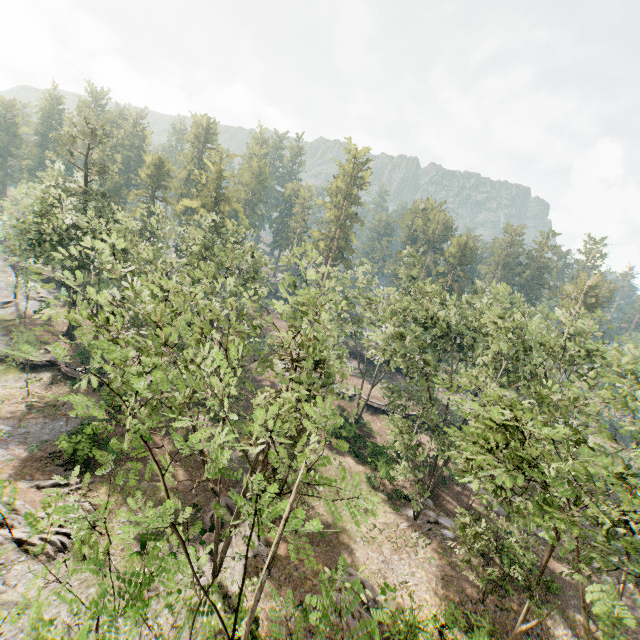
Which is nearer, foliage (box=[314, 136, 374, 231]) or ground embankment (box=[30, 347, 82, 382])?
ground embankment (box=[30, 347, 82, 382])

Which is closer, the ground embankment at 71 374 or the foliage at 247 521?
the foliage at 247 521

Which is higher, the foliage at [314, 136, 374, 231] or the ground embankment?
the foliage at [314, 136, 374, 231]

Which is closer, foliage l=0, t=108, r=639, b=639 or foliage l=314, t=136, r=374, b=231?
foliage l=0, t=108, r=639, b=639

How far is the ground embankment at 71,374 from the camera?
34.2m

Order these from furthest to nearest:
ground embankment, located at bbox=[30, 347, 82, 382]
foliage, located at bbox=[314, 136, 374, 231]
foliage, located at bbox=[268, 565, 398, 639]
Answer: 1. foliage, located at bbox=[314, 136, 374, 231]
2. ground embankment, located at bbox=[30, 347, 82, 382]
3. foliage, located at bbox=[268, 565, 398, 639]

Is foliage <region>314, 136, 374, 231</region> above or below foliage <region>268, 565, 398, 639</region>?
above

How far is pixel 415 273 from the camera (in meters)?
37.66
